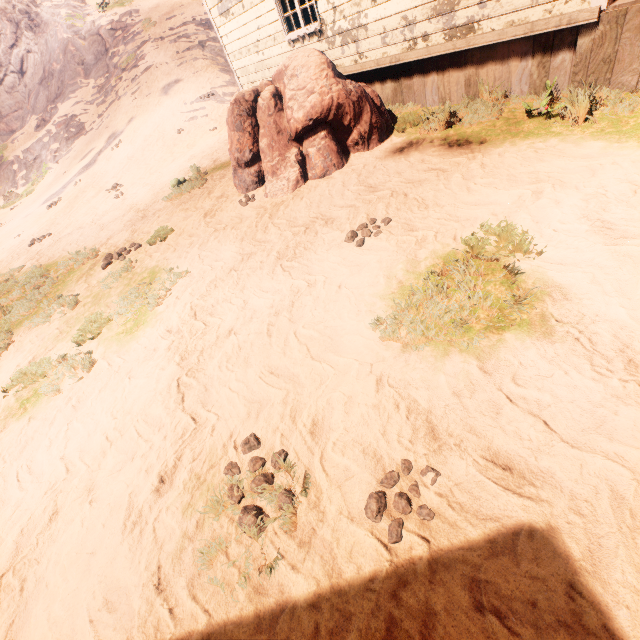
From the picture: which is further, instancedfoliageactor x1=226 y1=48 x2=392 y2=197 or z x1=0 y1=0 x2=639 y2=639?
instancedfoliageactor x1=226 y1=48 x2=392 y2=197

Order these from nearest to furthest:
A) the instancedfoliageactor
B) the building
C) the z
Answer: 1. the z
2. the building
3. the instancedfoliageactor

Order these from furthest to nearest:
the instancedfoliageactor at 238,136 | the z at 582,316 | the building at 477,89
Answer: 1. the instancedfoliageactor at 238,136
2. the building at 477,89
3. the z at 582,316

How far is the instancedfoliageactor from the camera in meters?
5.8 m

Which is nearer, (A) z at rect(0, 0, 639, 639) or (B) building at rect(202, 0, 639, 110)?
(A) z at rect(0, 0, 639, 639)

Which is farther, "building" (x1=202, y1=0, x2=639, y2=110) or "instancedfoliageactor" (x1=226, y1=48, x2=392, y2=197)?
"instancedfoliageactor" (x1=226, y1=48, x2=392, y2=197)

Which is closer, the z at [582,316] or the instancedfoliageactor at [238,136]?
the z at [582,316]

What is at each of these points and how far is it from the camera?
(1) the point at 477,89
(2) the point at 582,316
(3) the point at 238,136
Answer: (1) building, 5.9 meters
(2) z, 2.5 meters
(3) instancedfoliageactor, 6.4 meters
